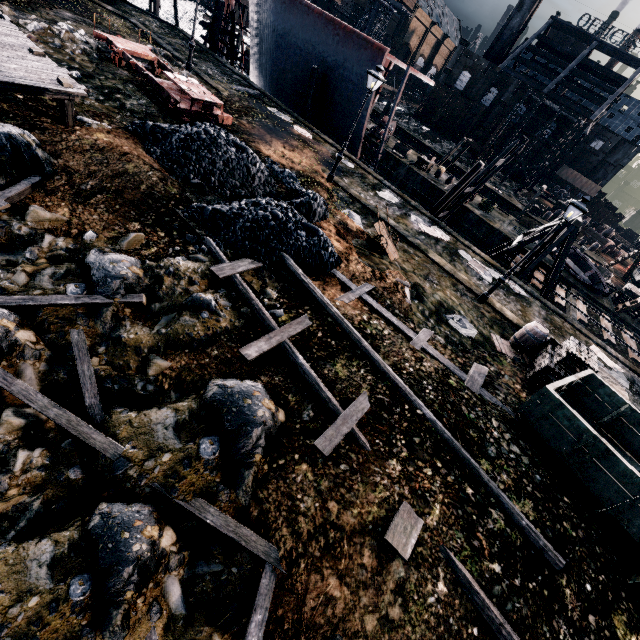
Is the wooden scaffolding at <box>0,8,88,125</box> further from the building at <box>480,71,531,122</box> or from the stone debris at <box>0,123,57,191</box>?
the building at <box>480,71,531,122</box>

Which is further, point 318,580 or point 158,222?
point 158,222

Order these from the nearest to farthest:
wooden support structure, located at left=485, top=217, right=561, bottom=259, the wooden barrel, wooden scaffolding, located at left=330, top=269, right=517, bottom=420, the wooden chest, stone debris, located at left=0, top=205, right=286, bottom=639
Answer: stone debris, located at left=0, top=205, right=286, bottom=639 < wooden scaffolding, located at left=330, top=269, right=517, bottom=420 < the wooden chest < the wooden barrel < wooden support structure, located at left=485, top=217, right=561, bottom=259

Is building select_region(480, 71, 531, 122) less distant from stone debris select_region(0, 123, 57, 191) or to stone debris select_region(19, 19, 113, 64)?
stone debris select_region(19, 19, 113, 64)

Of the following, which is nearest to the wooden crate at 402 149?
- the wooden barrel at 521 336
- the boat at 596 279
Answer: the boat at 596 279

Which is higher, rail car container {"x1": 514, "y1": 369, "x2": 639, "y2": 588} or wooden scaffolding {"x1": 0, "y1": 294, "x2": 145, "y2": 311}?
rail car container {"x1": 514, "y1": 369, "x2": 639, "y2": 588}

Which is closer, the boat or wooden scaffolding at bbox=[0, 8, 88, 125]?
wooden scaffolding at bbox=[0, 8, 88, 125]

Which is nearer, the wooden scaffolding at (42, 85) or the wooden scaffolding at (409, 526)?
the wooden scaffolding at (409, 526)
